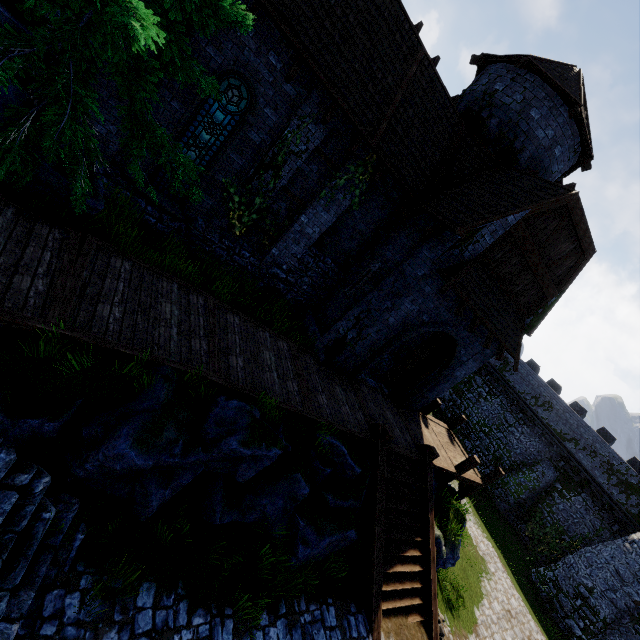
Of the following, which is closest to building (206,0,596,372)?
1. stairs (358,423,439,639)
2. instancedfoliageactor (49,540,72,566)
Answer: stairs (358,423,439,639)

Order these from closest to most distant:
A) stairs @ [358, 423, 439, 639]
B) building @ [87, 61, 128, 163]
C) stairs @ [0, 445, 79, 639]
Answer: stairs @ [0, 445, 79, 639], building @ [87, 61, 128, 163], stairs @ [358, 423, 439, 639]

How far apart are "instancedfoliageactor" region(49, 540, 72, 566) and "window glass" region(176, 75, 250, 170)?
8.7 meters

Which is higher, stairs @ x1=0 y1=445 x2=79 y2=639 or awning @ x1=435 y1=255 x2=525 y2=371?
awning @ x1=435 y1=255 x2=525 y2=371

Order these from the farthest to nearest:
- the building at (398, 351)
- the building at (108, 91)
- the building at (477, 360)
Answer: the building at (398, 351) → the building at (477, 360) → the building at (108, 91)

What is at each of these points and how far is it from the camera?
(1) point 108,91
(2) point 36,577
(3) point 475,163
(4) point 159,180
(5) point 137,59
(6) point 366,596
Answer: (1) building, 7.5m
(2) stairs, 4.3m
(3) building, 11.6m
(4) window glass, 9.4m
(5) tree, 5.7m
(6) stairs, 8.0m

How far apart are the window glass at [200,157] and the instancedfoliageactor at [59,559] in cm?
866
